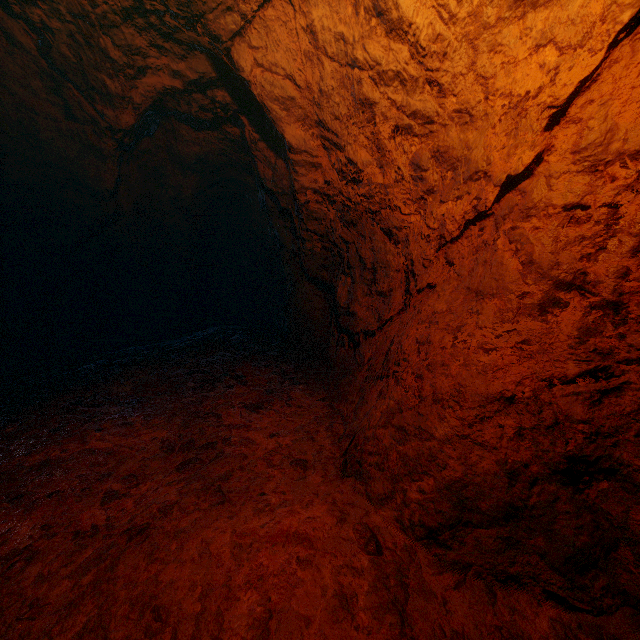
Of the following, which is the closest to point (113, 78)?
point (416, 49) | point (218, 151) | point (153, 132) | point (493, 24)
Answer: point (153, 132)
